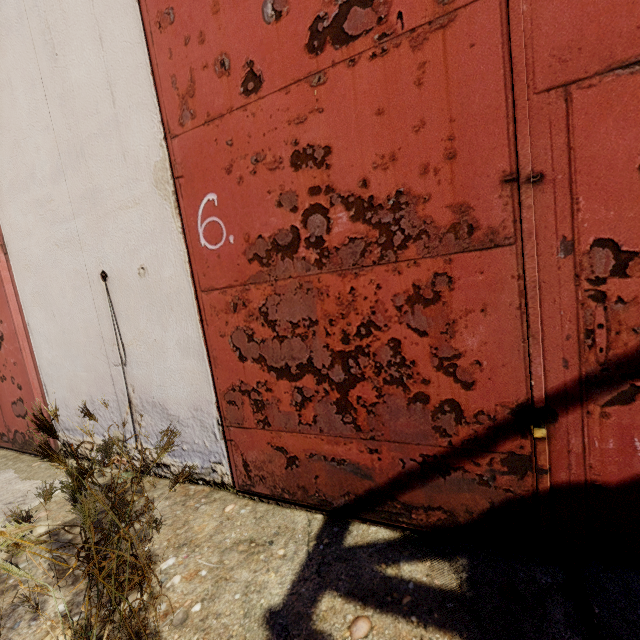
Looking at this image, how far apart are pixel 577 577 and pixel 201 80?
3.03m
